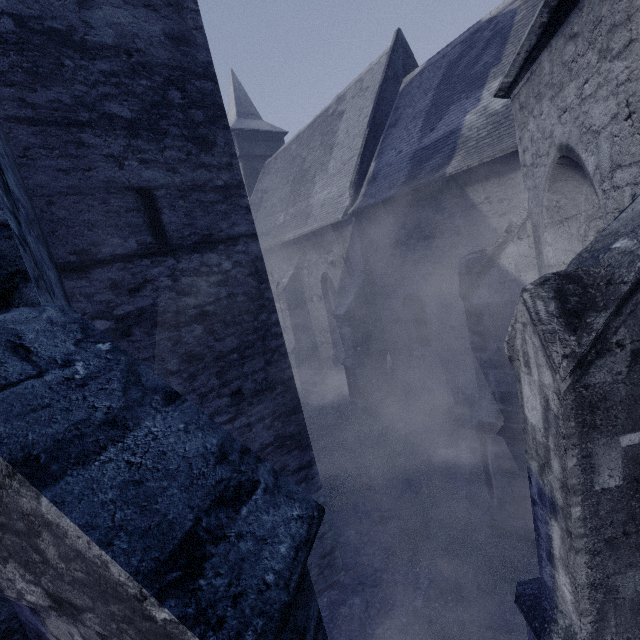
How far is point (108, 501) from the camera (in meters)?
1.14
